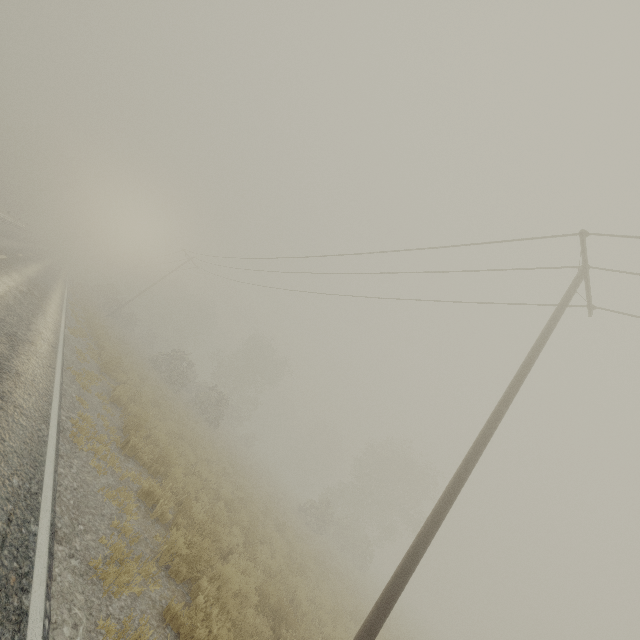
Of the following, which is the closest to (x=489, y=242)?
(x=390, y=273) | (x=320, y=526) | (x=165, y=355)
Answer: (x=390, y=273)
